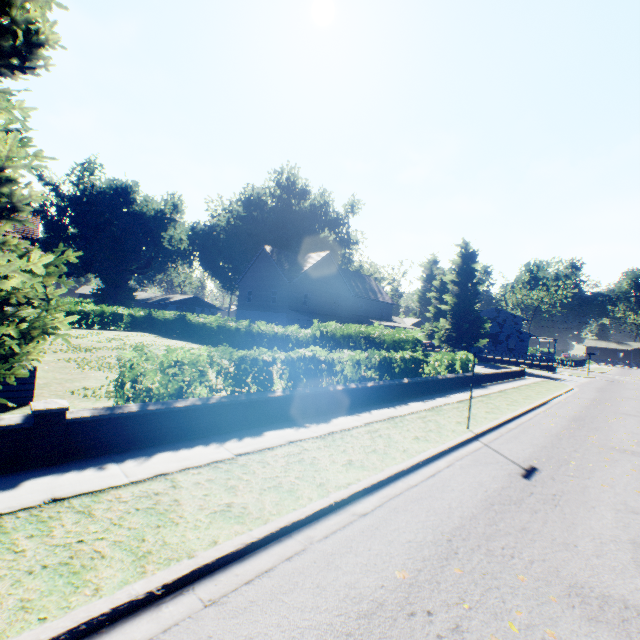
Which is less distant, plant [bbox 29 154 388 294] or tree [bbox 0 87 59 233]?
tree [bbox 0 87 59 233]

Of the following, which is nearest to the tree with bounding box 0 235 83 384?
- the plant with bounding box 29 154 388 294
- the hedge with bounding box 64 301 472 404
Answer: the hedge with bounding box 64 301 472 404

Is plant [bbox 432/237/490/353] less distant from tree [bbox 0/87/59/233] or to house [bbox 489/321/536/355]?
house [bbox 489/321/536/355]

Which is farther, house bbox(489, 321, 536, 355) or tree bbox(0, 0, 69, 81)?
house bbox(489, 321, 536, 355)

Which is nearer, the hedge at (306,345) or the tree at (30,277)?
the tree at (30,277)

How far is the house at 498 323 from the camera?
57.72m

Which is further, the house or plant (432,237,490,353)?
the house

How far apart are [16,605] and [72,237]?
74.1 meters
